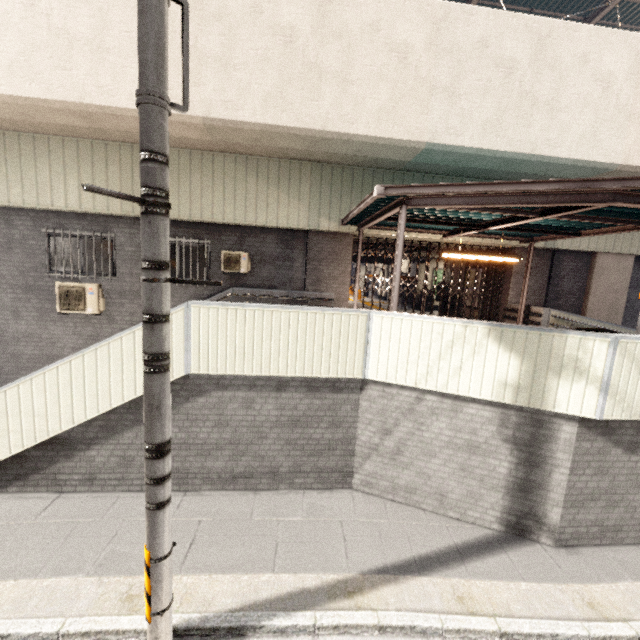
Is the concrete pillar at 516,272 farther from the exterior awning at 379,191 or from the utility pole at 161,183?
the utility pole at 161,183

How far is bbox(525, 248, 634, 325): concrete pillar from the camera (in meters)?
10.38

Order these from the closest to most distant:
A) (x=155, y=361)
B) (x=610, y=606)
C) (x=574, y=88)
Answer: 1. (x=155, y=361)
2. (x=610, y=606)
3. (x=574, y=88)

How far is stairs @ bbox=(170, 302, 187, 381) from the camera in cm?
514

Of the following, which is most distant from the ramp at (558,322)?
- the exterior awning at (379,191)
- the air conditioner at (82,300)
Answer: the air conditioner at (82,300)

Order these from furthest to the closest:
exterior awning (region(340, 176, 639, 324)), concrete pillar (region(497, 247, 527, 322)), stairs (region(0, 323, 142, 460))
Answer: concrete pillar (region(497, 247, 527, 322))
stairs (region(0, 323, 142, 460))
exterior awning (region(340, 176, 639, 324))

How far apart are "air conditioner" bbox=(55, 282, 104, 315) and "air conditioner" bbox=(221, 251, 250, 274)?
3.3 meters

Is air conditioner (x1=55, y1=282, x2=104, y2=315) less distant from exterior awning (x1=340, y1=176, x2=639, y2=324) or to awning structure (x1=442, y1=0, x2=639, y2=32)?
exterior awning (x1=340, y1=176, x2=639, y2=324)
